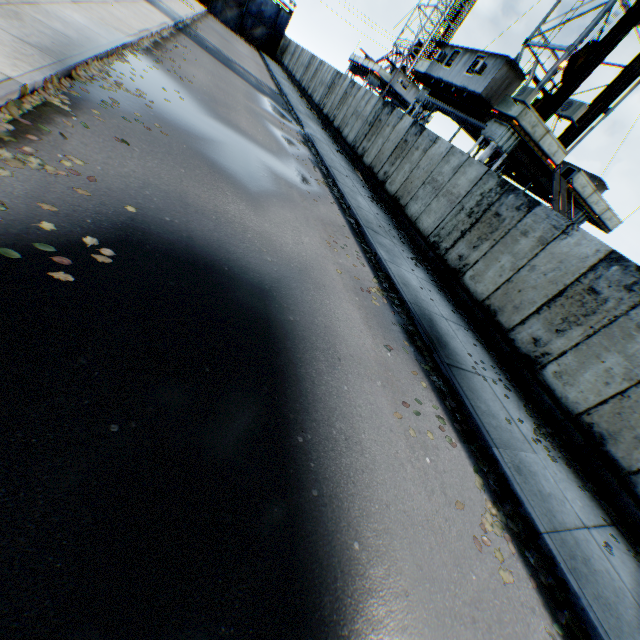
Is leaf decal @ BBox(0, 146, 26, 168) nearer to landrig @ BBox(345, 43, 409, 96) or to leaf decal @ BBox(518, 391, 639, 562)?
leaf decal @ BBox(518, 391, 639, 562)

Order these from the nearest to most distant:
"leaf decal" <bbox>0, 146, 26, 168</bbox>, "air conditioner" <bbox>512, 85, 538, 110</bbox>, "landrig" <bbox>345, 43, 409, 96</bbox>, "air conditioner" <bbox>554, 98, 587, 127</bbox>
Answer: "leaf decal" <bbox>0, 146, 26, 168</bbox>, "air conditioner" <bbox>554, 98, 587, 127</bbox>, "air conditioner" <bbox>512, 85, 538, 110</bbox>, "landrig" <bbox>345, 43, 409, 96</bbox>

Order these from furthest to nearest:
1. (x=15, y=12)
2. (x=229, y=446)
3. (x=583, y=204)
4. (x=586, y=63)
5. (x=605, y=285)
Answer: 1. (x=583, y=204)
2. (x=586, y=63)
3. (x=605, y=285)
4. (x=15, y=12)
5. (x=229, y=446)

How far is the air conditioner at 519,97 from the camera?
13.8 meters

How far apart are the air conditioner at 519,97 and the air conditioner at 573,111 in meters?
1.8 m

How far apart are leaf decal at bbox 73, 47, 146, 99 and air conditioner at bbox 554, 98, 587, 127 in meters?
14.4 m

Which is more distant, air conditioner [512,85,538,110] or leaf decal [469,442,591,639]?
air conditioner [512,85,538,110]

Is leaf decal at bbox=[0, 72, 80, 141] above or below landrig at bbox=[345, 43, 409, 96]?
below
